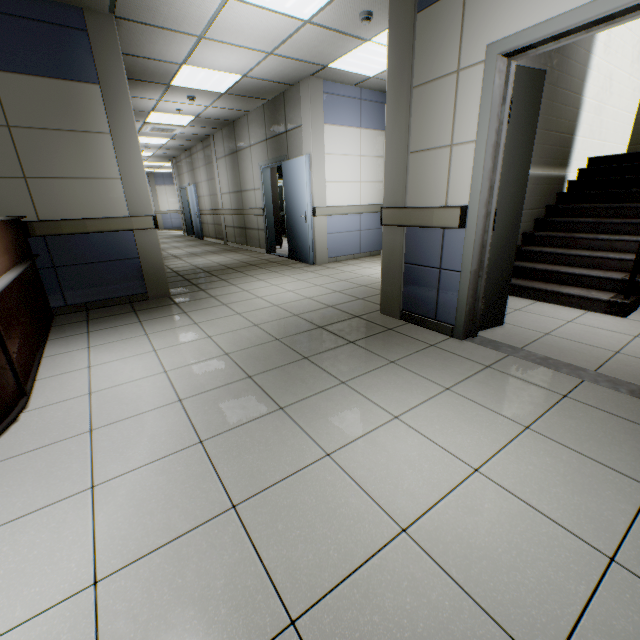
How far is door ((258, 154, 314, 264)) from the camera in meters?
6.1 m

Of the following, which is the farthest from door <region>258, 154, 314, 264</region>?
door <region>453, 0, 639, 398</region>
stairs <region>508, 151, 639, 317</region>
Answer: door <region>453, 0, 639, 398</region>

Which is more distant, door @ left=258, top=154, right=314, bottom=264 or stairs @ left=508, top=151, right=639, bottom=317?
door @ left=258, top=154, right=314, bottom=264

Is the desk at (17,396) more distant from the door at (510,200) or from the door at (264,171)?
the door at (264,171)

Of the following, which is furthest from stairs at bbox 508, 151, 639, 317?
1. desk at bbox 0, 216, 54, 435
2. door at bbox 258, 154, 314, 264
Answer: desk at bbox 0, 216, 54, 435

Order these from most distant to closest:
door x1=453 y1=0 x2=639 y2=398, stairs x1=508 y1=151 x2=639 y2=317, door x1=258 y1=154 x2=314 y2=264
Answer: door x1=258 y1=154 x2=314 y2=264 < stairs x1=508 y1=151 x2=639 y2=317 < door x1=453 y1=0 x2=639 y2=398

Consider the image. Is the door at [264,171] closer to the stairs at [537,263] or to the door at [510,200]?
the stairs at [537,263]

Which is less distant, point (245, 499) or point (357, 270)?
point (245, 499)
